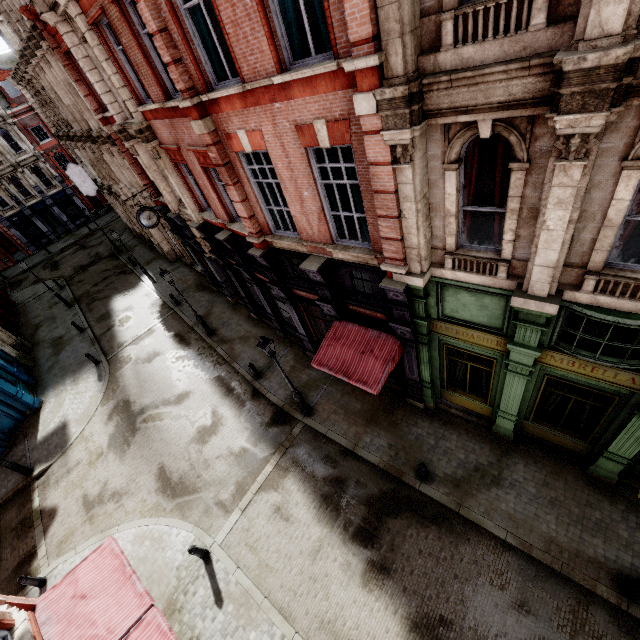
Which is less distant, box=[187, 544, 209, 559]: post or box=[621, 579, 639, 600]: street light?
box=[621, 579, 639, 600]: street light

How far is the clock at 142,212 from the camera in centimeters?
1494cm

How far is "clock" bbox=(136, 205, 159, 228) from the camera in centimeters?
1494cm

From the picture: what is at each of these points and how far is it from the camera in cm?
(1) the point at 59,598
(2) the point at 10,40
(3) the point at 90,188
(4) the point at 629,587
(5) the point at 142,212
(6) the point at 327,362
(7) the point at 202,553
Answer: (1) awning, 772
(2) roof window, 2167
(3) sign, 2523
(4) street light, 723
(5) clock, 1498
(6) awning, 1059
(7) post, 1034

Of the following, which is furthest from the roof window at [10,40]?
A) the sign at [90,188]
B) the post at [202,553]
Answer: the post at [202,553]

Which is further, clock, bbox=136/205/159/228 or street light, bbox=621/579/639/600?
clock, bbox=136/205/159/228

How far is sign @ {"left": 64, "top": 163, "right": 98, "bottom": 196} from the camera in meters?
24.0

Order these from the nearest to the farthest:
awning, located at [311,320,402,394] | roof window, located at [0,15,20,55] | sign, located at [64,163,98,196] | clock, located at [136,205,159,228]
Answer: awning, located at [311,320,402,394], clock, located at [136,205,159,228], roof window, located at [0,15,20,55], sign, located at [64,163,98,196]
